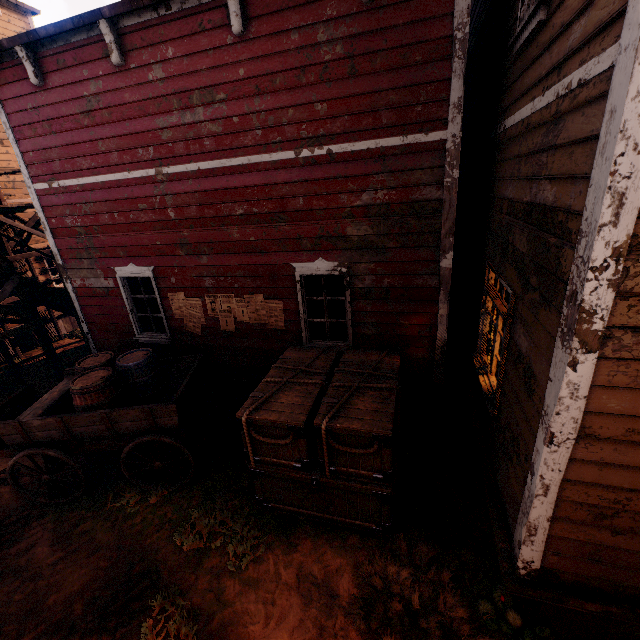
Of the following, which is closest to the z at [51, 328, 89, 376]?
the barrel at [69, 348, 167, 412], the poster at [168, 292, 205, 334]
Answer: the barrel at [69, 348, 167, 412]

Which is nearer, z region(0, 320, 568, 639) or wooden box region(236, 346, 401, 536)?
z region(0, 320, 568, 639)

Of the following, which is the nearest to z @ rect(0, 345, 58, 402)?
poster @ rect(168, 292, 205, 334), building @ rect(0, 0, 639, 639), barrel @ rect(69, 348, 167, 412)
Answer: building @ rect(0, 0, 639, 639)

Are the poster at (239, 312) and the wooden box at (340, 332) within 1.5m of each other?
yes

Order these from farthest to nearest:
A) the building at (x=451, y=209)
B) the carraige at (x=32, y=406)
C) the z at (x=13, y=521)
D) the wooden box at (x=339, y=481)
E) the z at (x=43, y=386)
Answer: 1. the z at (x=43, y=386)
2. the carraige at (x=32, y=406)
3. the wooden box at (x=339, y=481)
4. the z at (x=13, y=521)
5. the building at (x=451, y=209)

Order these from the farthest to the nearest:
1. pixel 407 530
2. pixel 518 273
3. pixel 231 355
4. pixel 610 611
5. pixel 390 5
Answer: pixel 231 355 → pixel 407 530 → pixel 390 5 → pixel 518 273 → pixel 610 611

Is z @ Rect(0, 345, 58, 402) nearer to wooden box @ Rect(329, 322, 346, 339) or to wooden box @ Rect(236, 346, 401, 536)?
wooden box @ Rect(236, 346, 401, 536)
